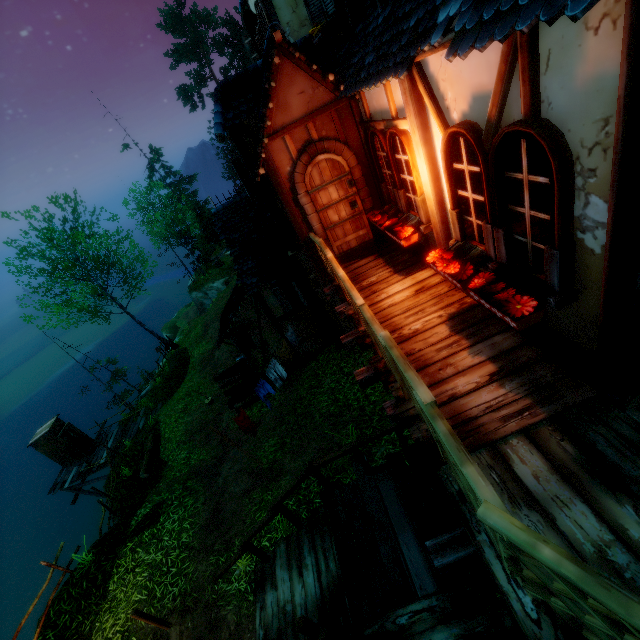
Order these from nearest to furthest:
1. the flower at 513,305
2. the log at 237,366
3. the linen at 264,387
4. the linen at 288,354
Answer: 1. the flower at 513,305
2. the linen at 264,387
3. the linen at 288,354
4. the log at 237,366

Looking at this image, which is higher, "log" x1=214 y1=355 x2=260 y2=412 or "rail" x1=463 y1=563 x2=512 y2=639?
"rail" x1=463 y1=563 x2=512 y2=639

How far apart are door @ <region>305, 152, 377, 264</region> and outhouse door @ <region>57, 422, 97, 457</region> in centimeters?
1832cm

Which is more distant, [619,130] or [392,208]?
[392,208]

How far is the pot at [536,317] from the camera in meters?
3.0 m

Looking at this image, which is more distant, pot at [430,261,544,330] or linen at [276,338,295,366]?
linen at [276,338,295,366]

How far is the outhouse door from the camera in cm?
1697

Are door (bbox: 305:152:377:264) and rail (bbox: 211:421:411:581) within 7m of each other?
yes
